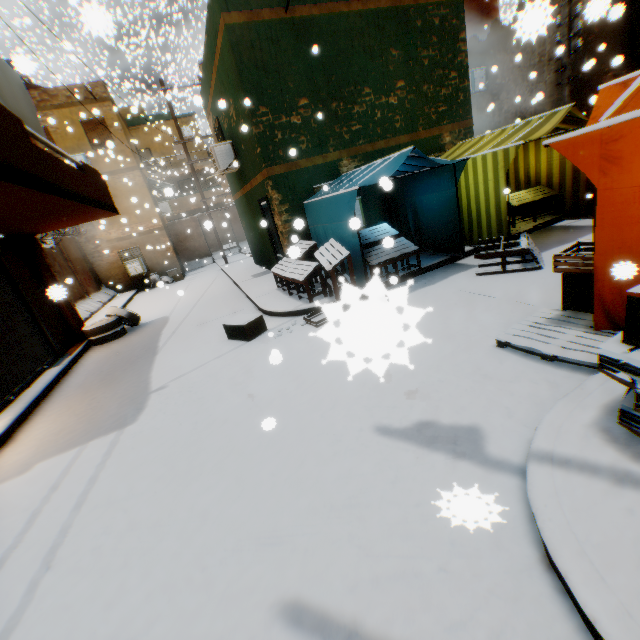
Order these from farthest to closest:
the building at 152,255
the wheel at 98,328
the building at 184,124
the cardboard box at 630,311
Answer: the building at 184,124
the building at 152,255
the wheel at 98,328
the cardboard box at 630,311

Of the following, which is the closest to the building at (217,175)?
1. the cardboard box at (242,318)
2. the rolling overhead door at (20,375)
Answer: the rolling overhead door at (20,375)

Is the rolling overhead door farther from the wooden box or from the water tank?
the wooden box

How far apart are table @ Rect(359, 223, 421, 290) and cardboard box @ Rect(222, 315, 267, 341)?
2.3m

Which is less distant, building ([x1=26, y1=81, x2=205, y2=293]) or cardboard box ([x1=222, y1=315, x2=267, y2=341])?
cardboard box ([x1=222, y1=315, x2=267, y2=341])

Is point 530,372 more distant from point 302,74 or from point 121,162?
point 121,162

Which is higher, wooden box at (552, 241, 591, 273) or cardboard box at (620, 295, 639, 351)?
cardboard box at (620, 295, 639, 351)

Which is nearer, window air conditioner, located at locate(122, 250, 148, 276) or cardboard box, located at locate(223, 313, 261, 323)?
cardboard box, located at locate(223, 313, 261, 323)
